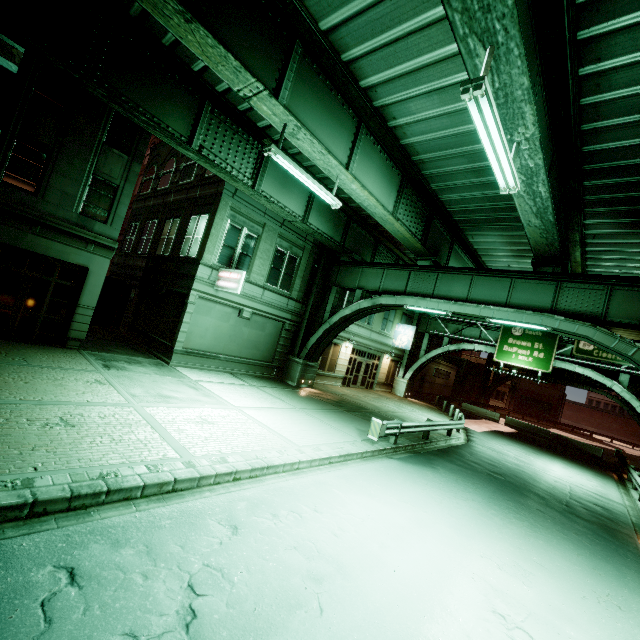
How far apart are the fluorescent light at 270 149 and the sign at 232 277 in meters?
Result: 5.8 m

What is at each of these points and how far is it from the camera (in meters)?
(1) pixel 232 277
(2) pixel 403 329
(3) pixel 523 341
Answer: (1) sign, 15.92
(2) sign, 31.31
(3) sign, 26.75

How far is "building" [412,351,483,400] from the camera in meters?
39.4 m

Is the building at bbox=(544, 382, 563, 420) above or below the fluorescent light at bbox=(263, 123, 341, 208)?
below

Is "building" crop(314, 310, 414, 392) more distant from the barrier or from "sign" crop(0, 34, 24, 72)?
"sign" crop(0, 34, 24, 72)

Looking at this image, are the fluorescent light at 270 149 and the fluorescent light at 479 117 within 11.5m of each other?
yes

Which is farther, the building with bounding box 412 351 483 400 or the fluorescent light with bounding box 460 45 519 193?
the building with bounding box 412 351 483 400

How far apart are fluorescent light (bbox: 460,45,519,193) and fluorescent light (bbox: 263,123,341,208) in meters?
5.1
